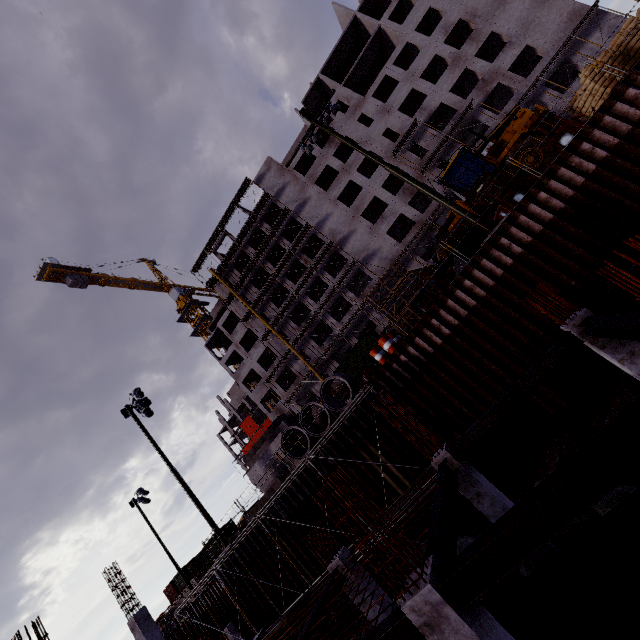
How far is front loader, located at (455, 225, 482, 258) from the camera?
15.5 meters

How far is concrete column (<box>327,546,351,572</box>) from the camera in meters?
10.1

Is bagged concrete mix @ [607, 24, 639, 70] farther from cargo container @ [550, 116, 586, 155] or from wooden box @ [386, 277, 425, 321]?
cargo container @ [550, 116, 586, 155]

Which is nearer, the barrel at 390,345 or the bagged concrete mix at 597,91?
the bagged concrete mix at 597,91

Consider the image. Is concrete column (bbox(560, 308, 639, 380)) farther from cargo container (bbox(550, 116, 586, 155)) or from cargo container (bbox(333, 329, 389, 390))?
cargo container (bbox(333, 329, 389, 390))

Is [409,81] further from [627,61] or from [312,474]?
[312,474]

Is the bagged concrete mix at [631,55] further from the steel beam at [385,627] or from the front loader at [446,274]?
the steel beam at [385,627]
